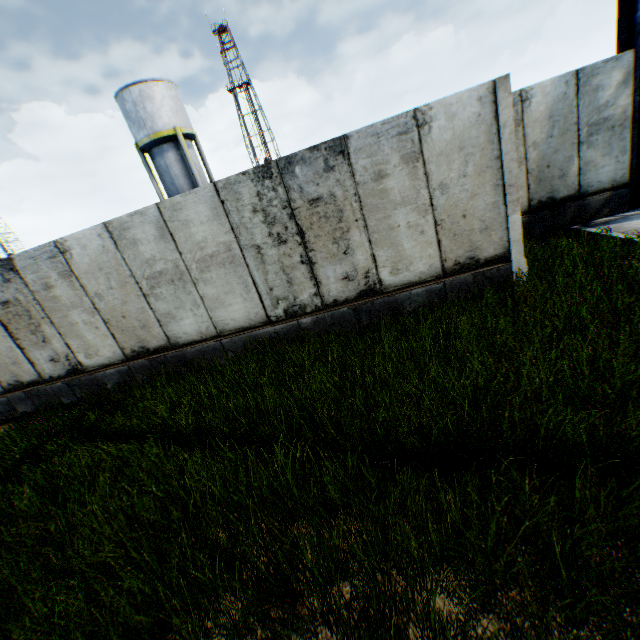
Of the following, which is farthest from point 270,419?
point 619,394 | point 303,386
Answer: point 619,394

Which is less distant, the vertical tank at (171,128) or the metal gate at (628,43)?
the metal gate at (628,43)

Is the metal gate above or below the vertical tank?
below

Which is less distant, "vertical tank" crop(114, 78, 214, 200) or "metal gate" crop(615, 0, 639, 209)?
"metal gate" crop(615, 0, 639, 209)

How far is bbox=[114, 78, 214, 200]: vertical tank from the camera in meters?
20.7 m

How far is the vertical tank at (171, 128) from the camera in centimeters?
2072cm
